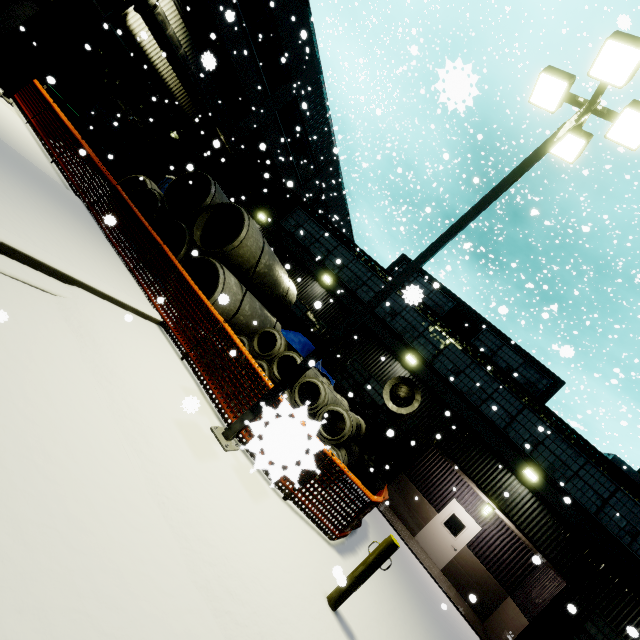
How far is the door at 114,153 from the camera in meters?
15.4

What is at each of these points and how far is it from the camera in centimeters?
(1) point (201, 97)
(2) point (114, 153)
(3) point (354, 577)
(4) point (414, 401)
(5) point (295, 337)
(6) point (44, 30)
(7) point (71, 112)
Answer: (1) vent duct, 1658cm
(2) door, 1716cm
(3) post, 471cm
(4) concrete pipe, 924cm
(5) tarp, 1091cm
(6) building, 1252cm
(7) electrical box, 1372cm

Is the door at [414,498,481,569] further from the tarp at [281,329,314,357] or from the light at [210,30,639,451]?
the light at [210,30,639,451]

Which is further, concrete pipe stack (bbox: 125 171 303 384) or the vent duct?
the vent duct

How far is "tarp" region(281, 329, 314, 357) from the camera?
10.6m

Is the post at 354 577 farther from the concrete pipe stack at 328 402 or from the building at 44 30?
the building at 44 30

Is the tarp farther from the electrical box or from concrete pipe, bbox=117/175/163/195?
the electrical box

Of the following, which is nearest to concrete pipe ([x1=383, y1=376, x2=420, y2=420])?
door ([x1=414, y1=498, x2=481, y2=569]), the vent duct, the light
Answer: the light
